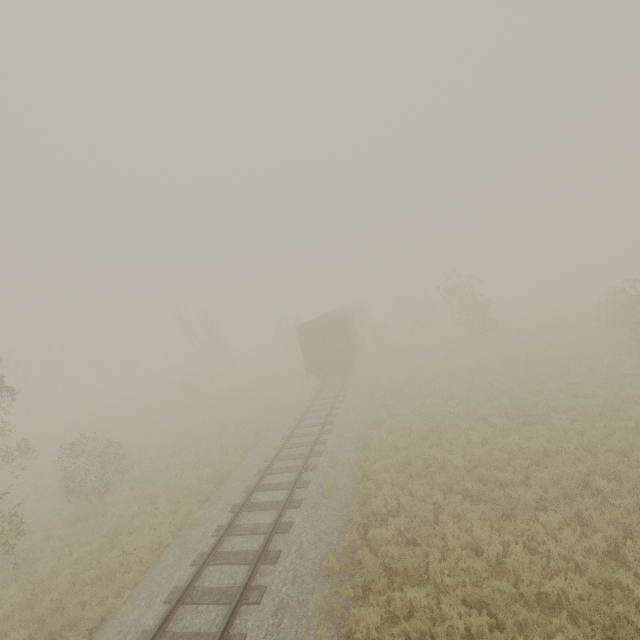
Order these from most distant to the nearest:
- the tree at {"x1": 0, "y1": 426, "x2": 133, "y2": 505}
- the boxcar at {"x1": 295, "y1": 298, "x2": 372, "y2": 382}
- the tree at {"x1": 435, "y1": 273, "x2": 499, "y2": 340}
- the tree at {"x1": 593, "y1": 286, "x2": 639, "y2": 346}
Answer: the tree at {"x1": 435, "y1": 273, "x2": 499, "y2": 340}
the boxcar at {"x1": 295, "y1": 298, "x2": 372, "y2": 382}
the tree at {"x1": 593, "y1": 286, "x2": 639, "y2": 346}
the tree at {"x1": 0, "y1": 426, "x2": 133, "y2": 505}

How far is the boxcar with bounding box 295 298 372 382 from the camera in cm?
2244

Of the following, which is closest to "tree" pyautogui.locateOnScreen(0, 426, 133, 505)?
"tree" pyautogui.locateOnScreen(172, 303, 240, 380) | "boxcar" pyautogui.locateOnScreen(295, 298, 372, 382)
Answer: "boxcar" pyautogui.locateOnScreen(295, 298, 372, 382)

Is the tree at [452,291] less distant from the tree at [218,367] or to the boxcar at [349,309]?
the boxcar at [349,309]

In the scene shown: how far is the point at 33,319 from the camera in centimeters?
3869cm

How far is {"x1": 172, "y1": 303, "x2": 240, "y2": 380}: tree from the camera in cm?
3750

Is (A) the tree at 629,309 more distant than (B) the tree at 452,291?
No
